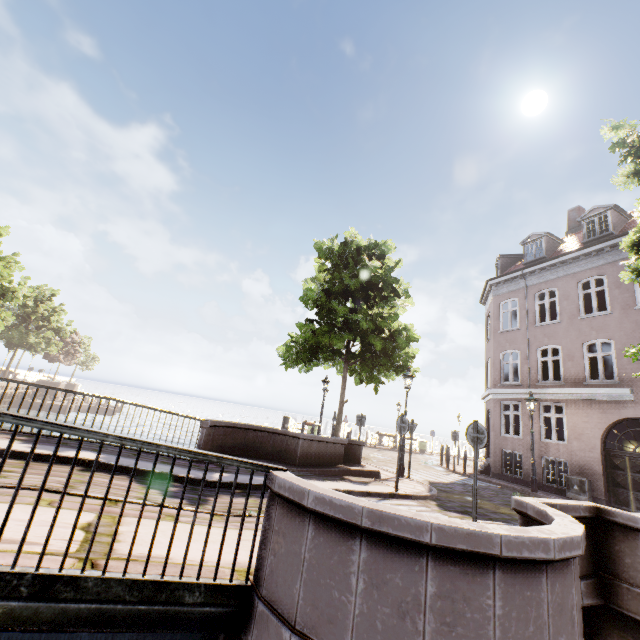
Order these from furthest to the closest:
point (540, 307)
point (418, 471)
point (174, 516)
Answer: point (540, 307) < point (418, 471) < point (174, 516)

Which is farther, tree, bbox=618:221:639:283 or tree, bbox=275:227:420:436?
tree, bbox=275:227:420:436

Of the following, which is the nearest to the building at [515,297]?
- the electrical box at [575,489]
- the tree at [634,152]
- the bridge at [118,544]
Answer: the electrical box at [575,489]

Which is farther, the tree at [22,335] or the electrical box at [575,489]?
the tree at [22,335]

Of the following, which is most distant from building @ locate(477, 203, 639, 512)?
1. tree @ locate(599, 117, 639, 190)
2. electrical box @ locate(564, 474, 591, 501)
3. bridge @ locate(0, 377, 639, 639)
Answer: bridge @ locate(0, 377, 639, 639)

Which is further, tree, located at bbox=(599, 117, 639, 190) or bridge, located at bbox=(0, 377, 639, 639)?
tree, located at bbox=(599, 117, 639, 190)

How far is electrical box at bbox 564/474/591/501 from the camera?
12.6m
